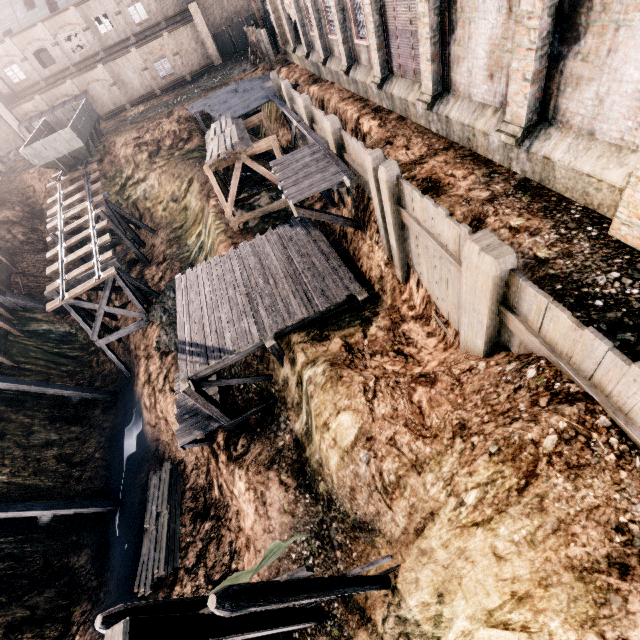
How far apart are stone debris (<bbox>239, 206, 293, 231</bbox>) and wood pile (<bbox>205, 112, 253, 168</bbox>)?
3.5 meters

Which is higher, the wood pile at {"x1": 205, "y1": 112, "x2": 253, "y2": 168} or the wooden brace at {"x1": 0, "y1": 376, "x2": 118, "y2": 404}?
the wood pile at {"x1": 205, "y1": 112, "x2": 253, "y2": 168}

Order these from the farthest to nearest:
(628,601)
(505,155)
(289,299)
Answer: (289,299) → (505,155) → (628,601)

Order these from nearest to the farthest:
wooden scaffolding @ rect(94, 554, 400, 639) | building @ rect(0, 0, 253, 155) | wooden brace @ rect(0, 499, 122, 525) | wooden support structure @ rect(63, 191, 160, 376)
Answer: wooden scaffolding @ rect(94, 554, 400, 639)
wooden brace @ rect(0, 499, 122, 525)
wooden support structure @ rect(63, 191, 160, 376)
building @ rect(0, 0, 253, 155)

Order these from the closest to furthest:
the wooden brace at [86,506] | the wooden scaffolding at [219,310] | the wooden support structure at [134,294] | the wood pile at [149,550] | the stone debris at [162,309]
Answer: the wooden scaffolding at [219,310] < the wood pile at [149,550] < the wooden brace at [86,506] < the stone debris at [162,309] < the wooden support structure at [134,294]

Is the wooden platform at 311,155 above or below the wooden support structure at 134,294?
above

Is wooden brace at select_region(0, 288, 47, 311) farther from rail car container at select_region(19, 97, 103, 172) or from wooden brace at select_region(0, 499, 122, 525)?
wooden brace at select_region(0, 499, 122, 525)
